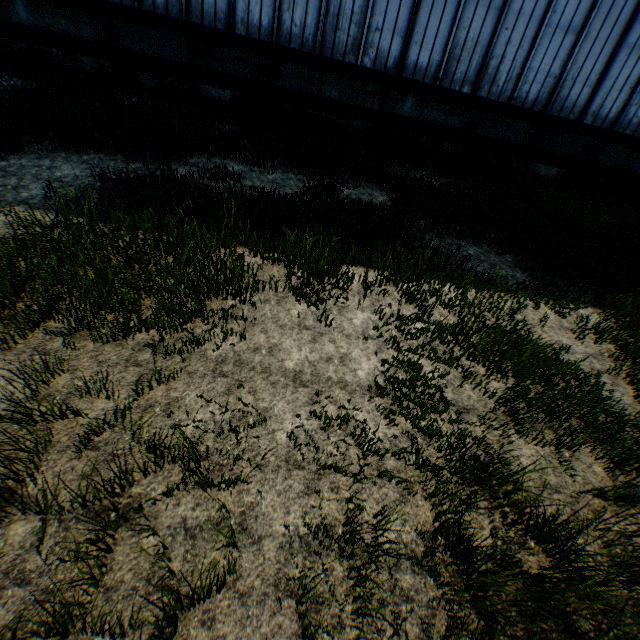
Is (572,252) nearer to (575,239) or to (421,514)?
(575,239)
